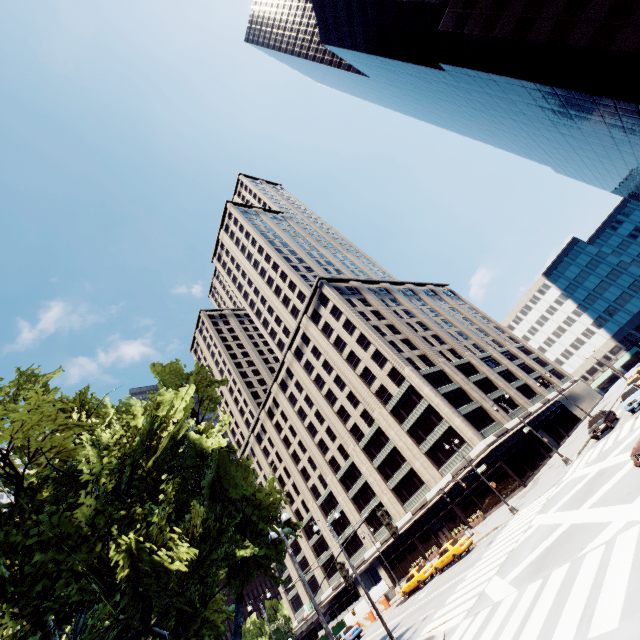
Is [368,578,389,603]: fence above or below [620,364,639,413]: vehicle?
above

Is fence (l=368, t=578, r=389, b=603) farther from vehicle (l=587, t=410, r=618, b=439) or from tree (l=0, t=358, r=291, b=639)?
vehicle (l=587, t=410, r=618, b=439)

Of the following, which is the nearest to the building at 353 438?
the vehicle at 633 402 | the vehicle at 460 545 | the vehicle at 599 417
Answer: the vehicle at 599 417

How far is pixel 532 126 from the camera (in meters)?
50.66

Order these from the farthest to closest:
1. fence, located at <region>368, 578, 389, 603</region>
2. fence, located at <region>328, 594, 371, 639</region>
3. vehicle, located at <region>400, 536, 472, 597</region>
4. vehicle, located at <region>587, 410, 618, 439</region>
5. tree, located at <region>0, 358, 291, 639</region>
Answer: fence, located at <region>368, 578, 389, 603</region>, fence, located at <region>328, 594, 371, 639</region>, vehicle, located at <region>400, 536, 472, 597</region>, vehicle, located at <region>587, 410, 618, 439</region>, tree, located at <region>0, 358, 291, 639</region>

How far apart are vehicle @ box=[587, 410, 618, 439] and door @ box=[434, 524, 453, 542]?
24.4 meters

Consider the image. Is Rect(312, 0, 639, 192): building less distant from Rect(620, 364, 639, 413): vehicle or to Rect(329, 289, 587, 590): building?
Rect(620, 364, 639, 413): vehicle

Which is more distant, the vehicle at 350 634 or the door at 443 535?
the door at 443 535
